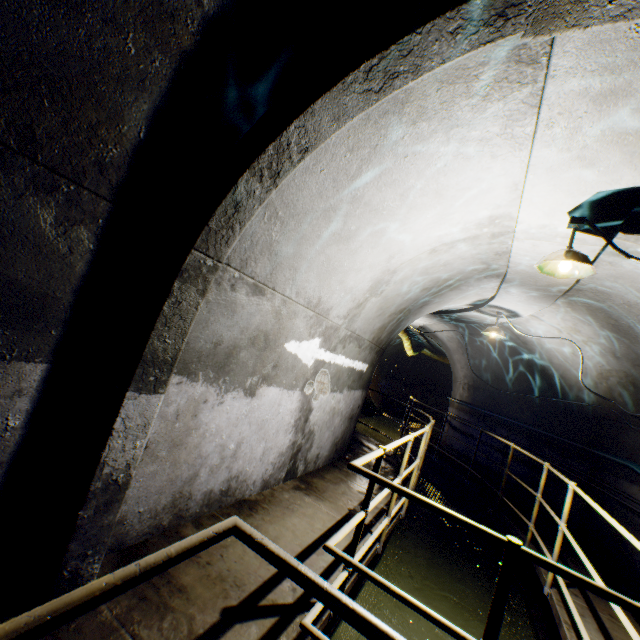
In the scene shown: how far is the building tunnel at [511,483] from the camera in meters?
7.4

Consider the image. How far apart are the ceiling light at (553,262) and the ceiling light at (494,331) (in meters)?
3.57

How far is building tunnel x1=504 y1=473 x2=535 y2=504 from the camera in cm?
737

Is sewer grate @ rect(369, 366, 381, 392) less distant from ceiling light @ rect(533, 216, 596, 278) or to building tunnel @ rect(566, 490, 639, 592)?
building tunnel @ rect(566, 490, 639, 592)

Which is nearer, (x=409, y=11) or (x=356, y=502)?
(x=409, y=11)

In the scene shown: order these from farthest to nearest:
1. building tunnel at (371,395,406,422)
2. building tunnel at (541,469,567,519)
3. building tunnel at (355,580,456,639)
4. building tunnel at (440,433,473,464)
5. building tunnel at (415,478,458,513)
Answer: building tunnel at (371,395,406,422), building tunnel at (440,433,473,464), building tunnel at (415,478,458,513), building tunnel at (541,469,567,519), building tunnel at (355,580,456,639)
